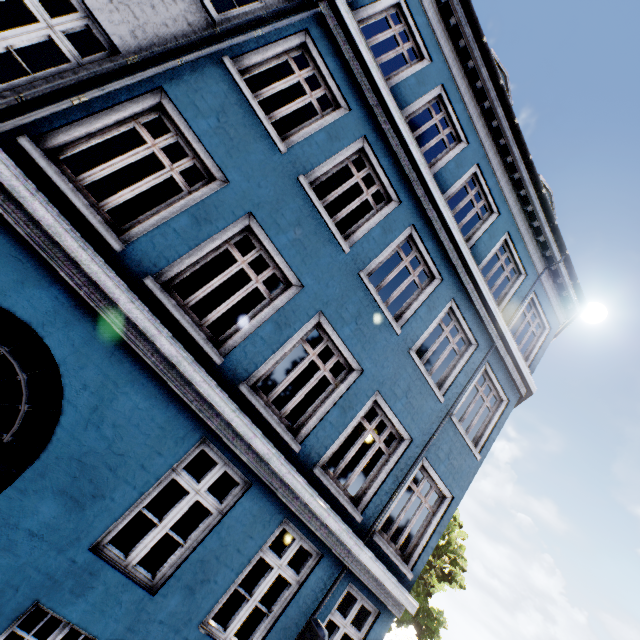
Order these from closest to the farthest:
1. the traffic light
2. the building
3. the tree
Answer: the traffic light, the building, the tree

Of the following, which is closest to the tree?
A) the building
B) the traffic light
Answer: the building

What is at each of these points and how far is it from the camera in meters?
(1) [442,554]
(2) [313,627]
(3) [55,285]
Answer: (1) tree, 16.9 m
(2) traffic light, 3.1 m
(3) building, 3.8 m

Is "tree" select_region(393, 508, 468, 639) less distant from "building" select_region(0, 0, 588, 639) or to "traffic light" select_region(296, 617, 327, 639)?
"building" select_region(0, 0, 588, 639)

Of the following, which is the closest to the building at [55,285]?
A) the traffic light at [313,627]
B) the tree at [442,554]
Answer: the traffic light at [313,627]

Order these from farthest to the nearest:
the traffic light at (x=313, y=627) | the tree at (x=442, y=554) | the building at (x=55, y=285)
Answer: the tree at (x=442, y=554), the building at (x=55, y=285), the traffic light at (x=313, y=627)
